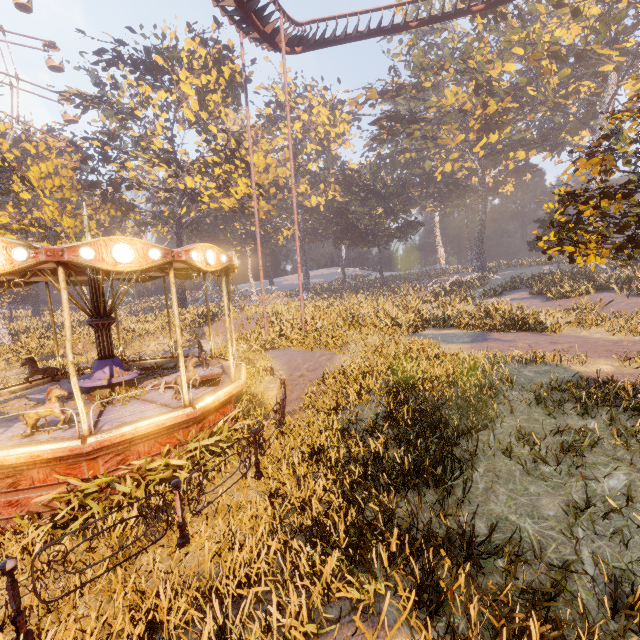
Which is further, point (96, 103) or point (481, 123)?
point (481, 123)

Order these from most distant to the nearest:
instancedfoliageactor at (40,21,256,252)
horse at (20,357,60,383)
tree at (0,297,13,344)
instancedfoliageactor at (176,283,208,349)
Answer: instancedfoliageactor at (40,21,256,252) < instancedfoliageactor at (176,283,208,349) < tree at (0,297,13,344) < horse at (20,357,60,383)

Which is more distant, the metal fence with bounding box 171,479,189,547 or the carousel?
the carousel

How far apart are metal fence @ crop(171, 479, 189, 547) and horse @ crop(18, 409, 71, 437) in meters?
3.1

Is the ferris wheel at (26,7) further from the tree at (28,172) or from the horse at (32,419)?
the horse at (32,419)

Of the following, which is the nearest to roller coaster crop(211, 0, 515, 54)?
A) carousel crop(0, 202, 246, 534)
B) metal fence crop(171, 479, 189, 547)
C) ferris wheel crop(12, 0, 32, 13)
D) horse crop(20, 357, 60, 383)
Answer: carousel crop(0, 202, 246, 534)

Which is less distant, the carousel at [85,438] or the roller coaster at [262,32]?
Answer: the carousel at [85,438]

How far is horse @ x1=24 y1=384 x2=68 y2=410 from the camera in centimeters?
653cm
